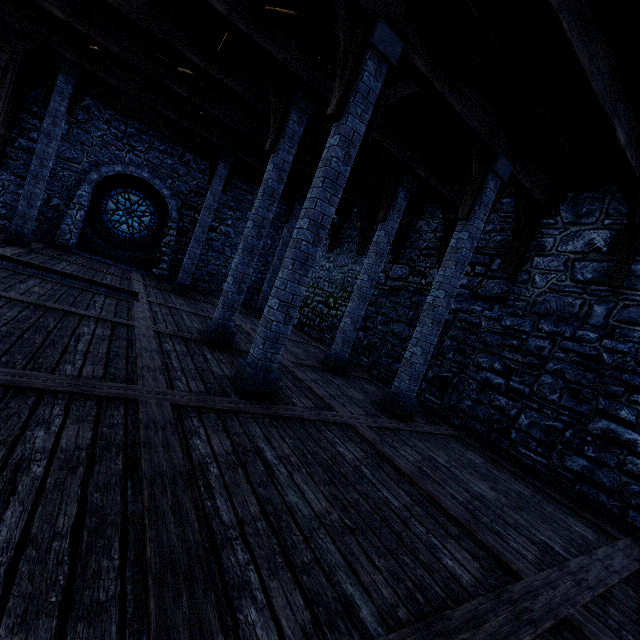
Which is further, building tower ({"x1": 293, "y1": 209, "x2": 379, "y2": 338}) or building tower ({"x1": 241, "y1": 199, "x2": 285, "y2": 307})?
building tower ({"x1": 241, "y1": 199, "x2": 285, "y2": 307})

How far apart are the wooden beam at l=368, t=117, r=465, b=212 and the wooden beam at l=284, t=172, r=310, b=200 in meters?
5.8

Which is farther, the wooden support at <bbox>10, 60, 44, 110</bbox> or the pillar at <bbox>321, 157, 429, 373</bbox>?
the wooden support at <bbox>10, 60, 44, 110</bbox>

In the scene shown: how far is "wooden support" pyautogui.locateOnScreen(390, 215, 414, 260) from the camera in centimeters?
1091cm

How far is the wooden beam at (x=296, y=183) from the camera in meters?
12.7

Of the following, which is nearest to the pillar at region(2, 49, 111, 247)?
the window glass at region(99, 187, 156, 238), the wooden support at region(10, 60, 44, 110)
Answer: the wooden support at region(10, 60, 44, 110)

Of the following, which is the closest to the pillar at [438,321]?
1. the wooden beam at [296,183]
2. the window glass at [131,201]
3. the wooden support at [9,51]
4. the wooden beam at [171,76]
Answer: the wooden beam at [171,76]

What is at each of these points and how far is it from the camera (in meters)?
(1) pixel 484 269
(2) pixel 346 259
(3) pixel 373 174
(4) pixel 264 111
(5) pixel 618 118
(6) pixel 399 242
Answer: (1) building tower, 8.56
(2) building tower, 13.88
(3) wooden beam, 9.65
(4) wooden beam, 7.72
(5) wooden beam, 4.59
(6) wooden support, 10.96
